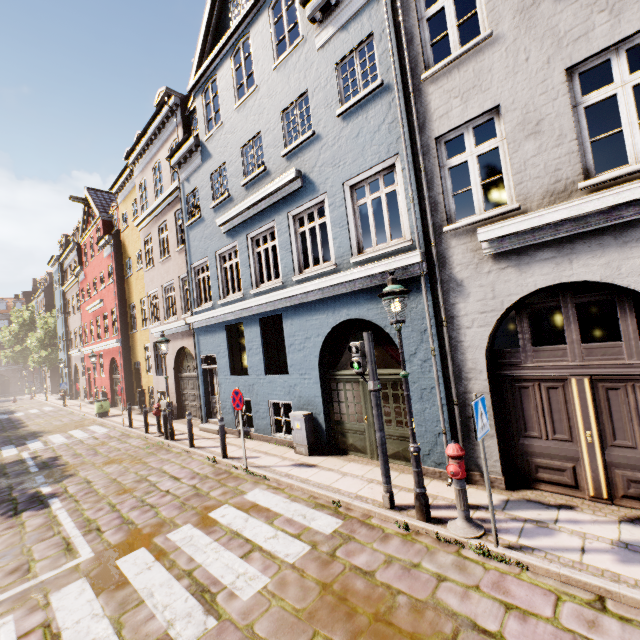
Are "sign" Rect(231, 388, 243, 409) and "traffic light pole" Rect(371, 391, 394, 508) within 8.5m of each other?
yes

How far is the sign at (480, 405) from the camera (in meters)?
4.06

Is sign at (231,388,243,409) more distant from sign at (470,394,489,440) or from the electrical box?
sign at (470,394,489,440)

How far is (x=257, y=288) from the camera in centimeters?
986cm

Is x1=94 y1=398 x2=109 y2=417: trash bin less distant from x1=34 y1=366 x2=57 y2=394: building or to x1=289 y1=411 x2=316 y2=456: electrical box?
x1=34 y1=366 x2=57 y2=394: building

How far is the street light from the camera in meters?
4.9

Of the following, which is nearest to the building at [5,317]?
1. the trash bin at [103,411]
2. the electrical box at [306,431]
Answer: the electrical box at [306,431]

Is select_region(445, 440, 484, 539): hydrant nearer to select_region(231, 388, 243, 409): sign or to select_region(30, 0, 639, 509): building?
select_region(30, 0, 639, 509): building
